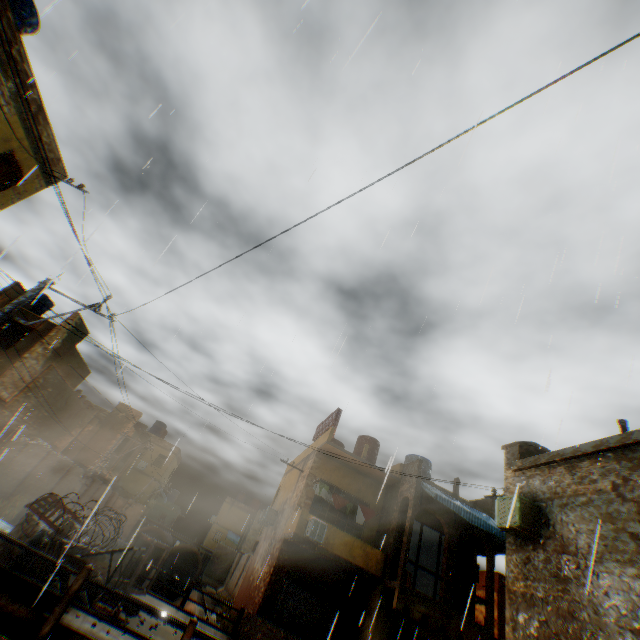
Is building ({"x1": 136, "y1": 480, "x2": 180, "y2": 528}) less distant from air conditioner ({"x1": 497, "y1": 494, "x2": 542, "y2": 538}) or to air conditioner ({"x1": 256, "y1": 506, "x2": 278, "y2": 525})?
air conditioner ({"x1": 256, "y1": 506, "x2": 278, "y2": 525})

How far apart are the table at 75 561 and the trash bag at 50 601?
0.02m

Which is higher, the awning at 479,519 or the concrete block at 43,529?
the awning at 479,519

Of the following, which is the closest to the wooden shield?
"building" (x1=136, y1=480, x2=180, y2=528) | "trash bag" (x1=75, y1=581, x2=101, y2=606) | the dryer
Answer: the dryer

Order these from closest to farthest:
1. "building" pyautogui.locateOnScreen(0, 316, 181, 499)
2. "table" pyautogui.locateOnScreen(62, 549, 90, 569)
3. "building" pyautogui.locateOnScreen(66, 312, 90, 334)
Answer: "table" pyautogui.locateOnScreen(62, 549, 90, 569)
"building" pyautogui.locateOnScreen(0, 316, 181, 499)
"building" pyautogui.locateOnScreen(66, 312, 90, 334)

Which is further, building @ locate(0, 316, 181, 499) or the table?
building @ locate(0, 316, 181, 499)

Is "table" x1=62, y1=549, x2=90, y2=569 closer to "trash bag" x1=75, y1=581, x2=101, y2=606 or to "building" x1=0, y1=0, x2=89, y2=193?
"trash bag" x1=75, y1=581, x2=101, y2=606

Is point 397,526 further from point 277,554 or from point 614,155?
point 614,155
